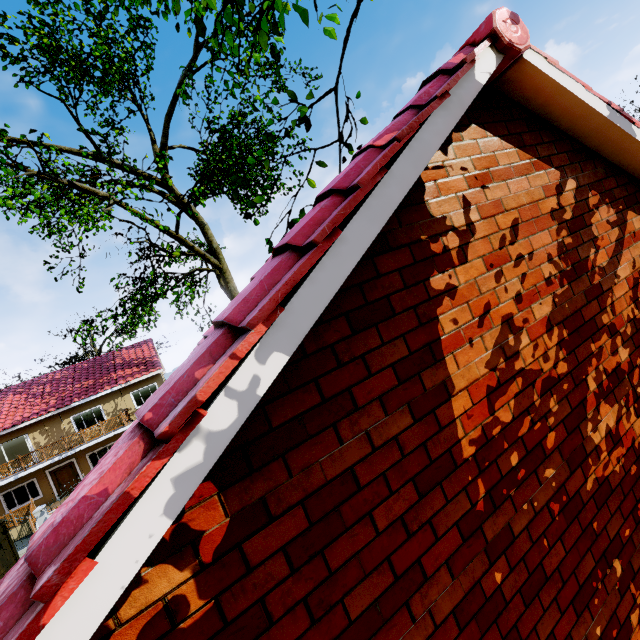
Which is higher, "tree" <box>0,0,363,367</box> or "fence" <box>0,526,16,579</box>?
"tree" <box>0,0,363,367</box>

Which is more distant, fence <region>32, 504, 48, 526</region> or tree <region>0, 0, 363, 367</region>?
fence <region>32, 504, 48, 526</region>

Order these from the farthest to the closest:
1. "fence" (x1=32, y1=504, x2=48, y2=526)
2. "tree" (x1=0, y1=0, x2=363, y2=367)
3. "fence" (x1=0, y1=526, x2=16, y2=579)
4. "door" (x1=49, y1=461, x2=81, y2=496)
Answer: "door" (x1=49, y1=461, x2=81, y2=496)
"fence" (x1=32, y1=504, x2=48, y2=526)
"fence" (x1=0, y1=526, x2=16, y2=579)
"tree" (x1=0, y1=0, x2=363, y2=367)

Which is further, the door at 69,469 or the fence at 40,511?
the door at 69,469

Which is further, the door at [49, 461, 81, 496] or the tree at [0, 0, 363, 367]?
the door at [49, 461, 81, 496]

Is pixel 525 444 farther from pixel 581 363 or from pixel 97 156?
pixel 97 156

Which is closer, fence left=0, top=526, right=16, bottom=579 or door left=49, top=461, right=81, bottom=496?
fence left=0, top=526, right=16, bottom=579

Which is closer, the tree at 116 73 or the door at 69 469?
the tree at 116 73
